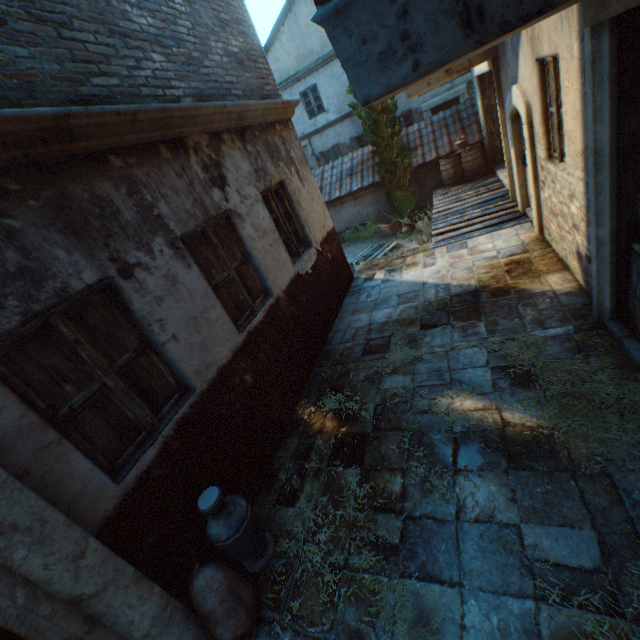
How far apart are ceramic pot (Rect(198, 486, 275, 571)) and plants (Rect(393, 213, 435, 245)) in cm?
977

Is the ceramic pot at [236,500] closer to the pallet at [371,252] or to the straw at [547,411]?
the straw at [547,411]

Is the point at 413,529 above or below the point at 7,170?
below

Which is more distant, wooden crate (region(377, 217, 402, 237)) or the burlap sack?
wooden crate (region(377, 217, 402, 237))

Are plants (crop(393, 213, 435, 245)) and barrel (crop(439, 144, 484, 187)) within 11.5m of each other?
yes

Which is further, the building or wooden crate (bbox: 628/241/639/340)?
wooden crate (bbox: 628/241/639/340)

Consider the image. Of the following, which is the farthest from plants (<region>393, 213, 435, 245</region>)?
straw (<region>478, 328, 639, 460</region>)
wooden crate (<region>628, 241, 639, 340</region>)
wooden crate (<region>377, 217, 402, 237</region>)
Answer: wooden crate (<region>628, 241, 639, 340</region>)

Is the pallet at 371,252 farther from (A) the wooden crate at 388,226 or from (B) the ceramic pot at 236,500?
(B) the ceramic pot at 236,500
